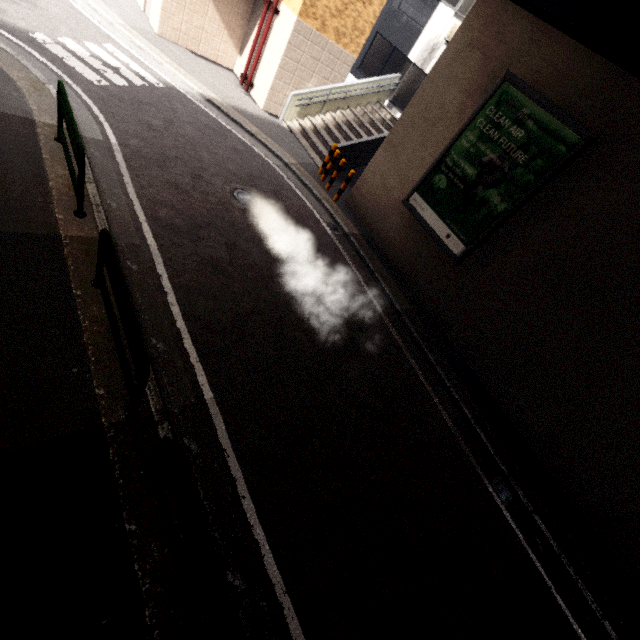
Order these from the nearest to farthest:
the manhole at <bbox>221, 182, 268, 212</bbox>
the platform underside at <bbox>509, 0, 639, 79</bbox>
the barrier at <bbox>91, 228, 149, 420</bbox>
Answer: the barrier at <bbox>91, 228, 149, 420</bbox> < the platform underside at <bbox>509, 0, 639, 79</bbox> < the manhole at <bbox>221, 182, 268, 212</bbox>

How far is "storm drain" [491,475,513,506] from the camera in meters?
6.2

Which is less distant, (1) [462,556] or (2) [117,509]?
(2) [117,509]

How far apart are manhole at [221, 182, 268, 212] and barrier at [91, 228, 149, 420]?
3.8 meters

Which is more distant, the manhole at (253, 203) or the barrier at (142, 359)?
the manhole at (253, 203)

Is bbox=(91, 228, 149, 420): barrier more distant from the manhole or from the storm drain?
the storm drain

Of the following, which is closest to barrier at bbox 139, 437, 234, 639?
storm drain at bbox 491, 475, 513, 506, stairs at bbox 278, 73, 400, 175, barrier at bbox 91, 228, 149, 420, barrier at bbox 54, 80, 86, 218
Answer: barrier at bbox 91, 228, 149, 420

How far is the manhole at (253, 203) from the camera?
7.7m
